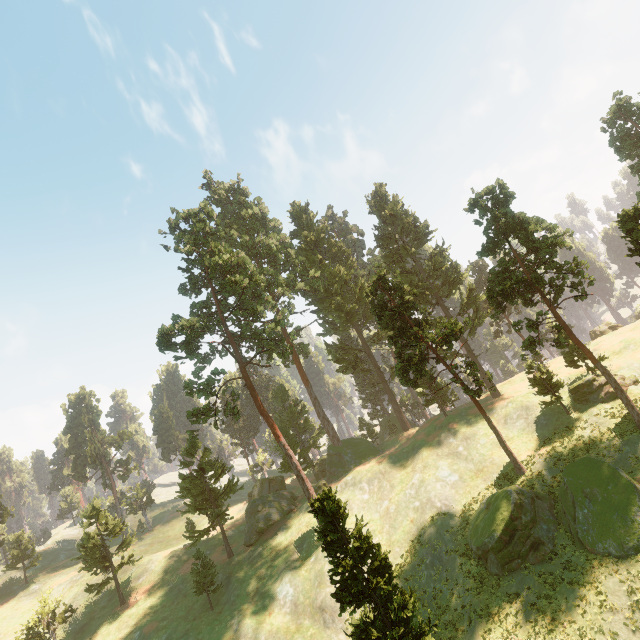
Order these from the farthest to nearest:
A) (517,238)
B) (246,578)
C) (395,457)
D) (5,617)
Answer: (5,617) < (395,457) < (246,578) < (517,238)

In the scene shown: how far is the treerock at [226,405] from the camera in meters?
38.6 m

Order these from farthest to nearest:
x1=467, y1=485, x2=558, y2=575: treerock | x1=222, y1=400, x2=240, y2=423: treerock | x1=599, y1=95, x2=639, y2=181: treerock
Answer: x1=222, y1=400, x2=240, y2=423: treerock → x1=599, y1=95, x2=639, y2=181: treerock → x1=467, y1=485, x2=558, y2=575: treerock

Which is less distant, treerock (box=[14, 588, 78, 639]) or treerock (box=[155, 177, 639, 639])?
treerock (box=[155, 177, 639, 639])

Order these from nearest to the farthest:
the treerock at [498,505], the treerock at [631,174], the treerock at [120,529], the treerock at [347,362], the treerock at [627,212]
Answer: the treerock at [627,212] < the treerock at [498,505] < the treerock at [631,174] < the treerock at [120,529] < the treerock at [347,362]

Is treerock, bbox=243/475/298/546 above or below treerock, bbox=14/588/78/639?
below
